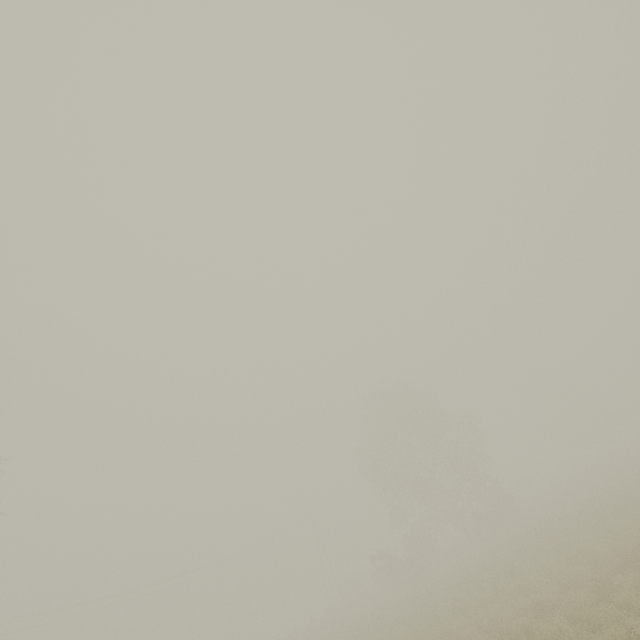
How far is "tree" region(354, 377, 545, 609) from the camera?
31.14m

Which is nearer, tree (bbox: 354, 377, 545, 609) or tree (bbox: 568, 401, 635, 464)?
tree (bbox: 354, 377, 545, 609)

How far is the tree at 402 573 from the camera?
31.1m

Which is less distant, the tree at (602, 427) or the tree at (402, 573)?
the tree at (402, 573)

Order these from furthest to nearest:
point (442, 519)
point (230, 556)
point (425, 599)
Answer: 1. point (230, 556)
2. point (442, 519)
3. point (425, 599)
